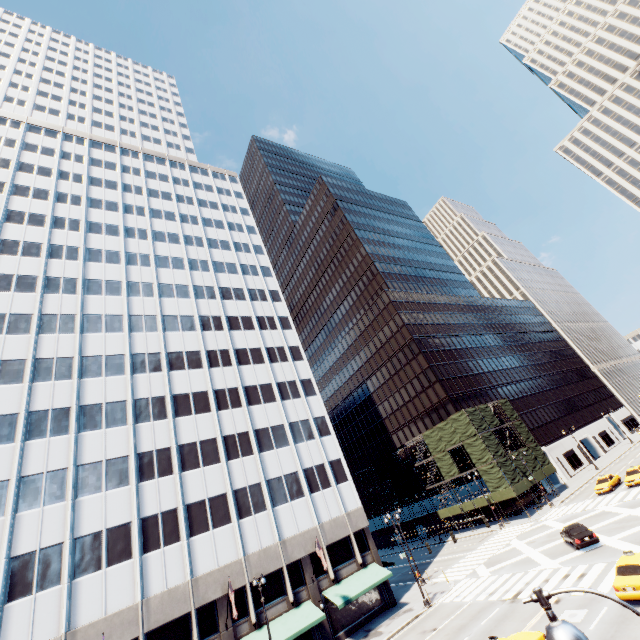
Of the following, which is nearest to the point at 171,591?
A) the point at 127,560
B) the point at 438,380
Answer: the point at 127,560

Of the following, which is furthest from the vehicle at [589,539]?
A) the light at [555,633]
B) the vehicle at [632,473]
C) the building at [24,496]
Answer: the light at [555,633]

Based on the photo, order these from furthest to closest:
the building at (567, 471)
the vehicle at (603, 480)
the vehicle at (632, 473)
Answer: the building at (567, 471) → the vehicle at (603, 480) → the vehicle at (632, 473)

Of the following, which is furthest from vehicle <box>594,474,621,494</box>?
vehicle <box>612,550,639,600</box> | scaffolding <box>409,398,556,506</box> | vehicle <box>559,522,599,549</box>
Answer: vehicle <box>612,550,639,600</box>

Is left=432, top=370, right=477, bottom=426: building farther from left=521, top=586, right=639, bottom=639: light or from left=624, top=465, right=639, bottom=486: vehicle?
left=521, top=586, right=639, bottom=639: light

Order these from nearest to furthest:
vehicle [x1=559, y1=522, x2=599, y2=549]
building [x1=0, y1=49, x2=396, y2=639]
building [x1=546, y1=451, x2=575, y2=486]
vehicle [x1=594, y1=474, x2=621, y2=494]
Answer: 1. building [x1=0, y1=49, x2=396, y2=639]
2. vehicle [x1=559, y1=522, x2=599, y2=549]
3. vehicle [x1=594, y1=474, x2=621, y2=494]
4. building [x1=546, y1=451, x2=575, y2=486]

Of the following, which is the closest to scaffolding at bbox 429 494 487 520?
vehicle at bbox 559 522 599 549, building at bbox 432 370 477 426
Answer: building at bbox 432 370 477 426

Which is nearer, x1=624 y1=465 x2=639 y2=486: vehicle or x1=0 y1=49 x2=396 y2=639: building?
x1=0 y1=49 x2=396 y2=639: building
